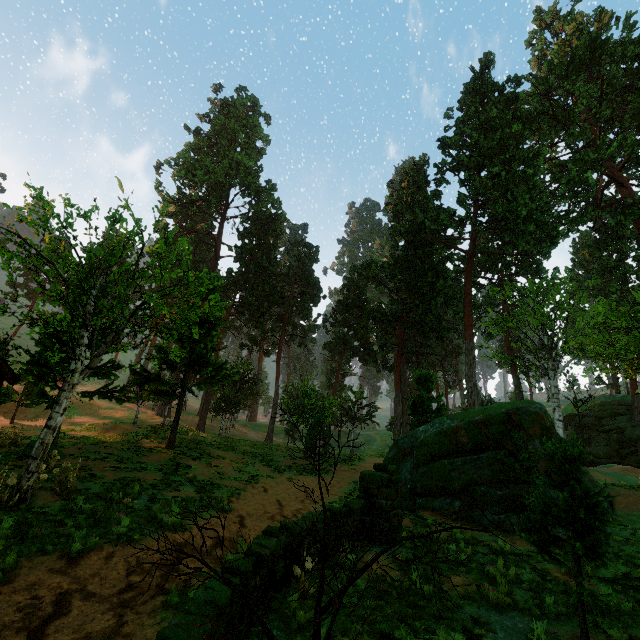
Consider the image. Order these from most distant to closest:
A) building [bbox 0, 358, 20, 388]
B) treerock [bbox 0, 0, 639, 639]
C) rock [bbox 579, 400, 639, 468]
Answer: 1. rock [bbox 579, 400, 639, 468]
2. building [bbox 0, 358, 20, 388]
3. treerock [bbox 0, 0, 639, 639]

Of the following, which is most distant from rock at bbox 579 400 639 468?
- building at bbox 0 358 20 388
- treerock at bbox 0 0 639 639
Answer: building at bbox 0 358 20 388

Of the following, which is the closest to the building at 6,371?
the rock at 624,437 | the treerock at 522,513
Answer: the treerock at 522,513

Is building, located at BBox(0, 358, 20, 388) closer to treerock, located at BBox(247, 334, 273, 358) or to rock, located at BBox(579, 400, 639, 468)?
treerock, located at BBox(247, 334, 273, 358)

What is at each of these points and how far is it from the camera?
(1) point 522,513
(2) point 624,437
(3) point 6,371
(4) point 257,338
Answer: (1) treerock, 12.07m
(2) rock, 32.19m
(3) building, 10.45m
(4) treerock, 42.91m

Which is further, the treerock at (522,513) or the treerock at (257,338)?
the treerock at (257,338)
